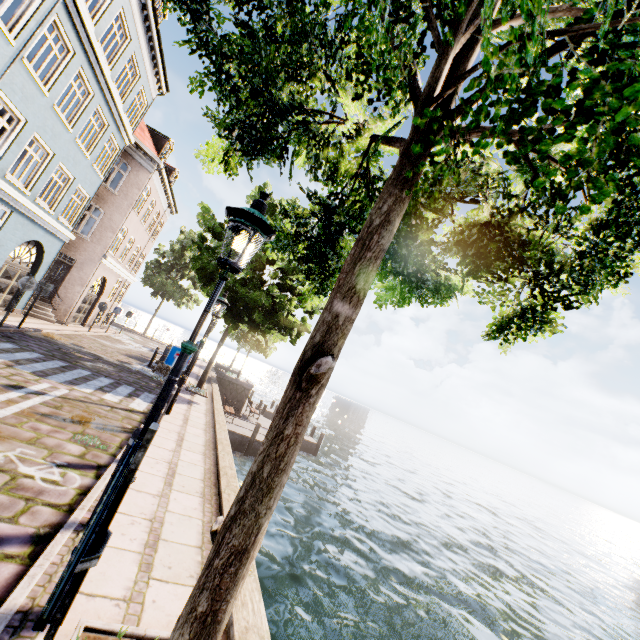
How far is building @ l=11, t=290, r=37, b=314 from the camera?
14.66m

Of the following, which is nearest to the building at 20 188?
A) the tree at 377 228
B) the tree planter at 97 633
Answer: the tree at 377 228

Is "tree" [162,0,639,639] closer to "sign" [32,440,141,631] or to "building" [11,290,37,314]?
"sign" [32,440,141,631]

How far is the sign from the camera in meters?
0.9

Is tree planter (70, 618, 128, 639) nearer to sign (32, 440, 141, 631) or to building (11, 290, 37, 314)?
sign (32, 440, 141, 631)

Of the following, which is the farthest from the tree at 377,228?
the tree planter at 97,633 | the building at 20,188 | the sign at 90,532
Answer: the building at 20,188

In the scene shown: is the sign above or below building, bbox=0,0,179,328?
below

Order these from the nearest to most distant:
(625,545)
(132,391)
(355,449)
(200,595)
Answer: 1. (200,595)
2. (132,391)
3. (355,449)
4. (625,545)
